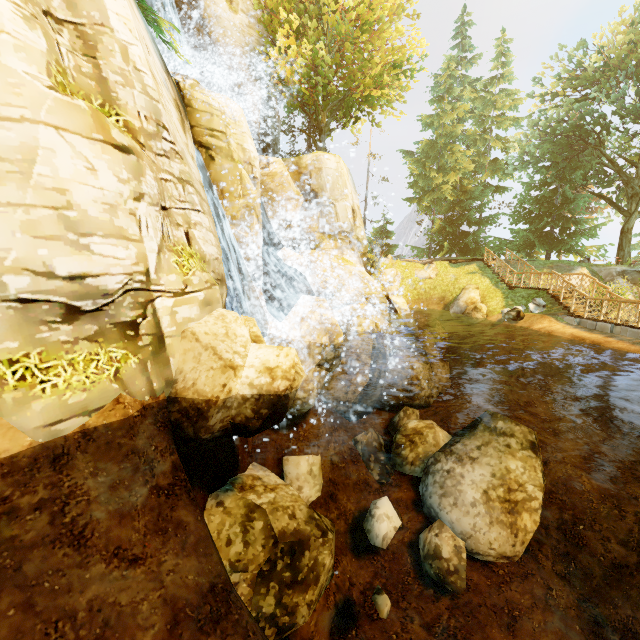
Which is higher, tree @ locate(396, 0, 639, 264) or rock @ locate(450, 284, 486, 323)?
tree @ locate(396, 0, 639, 264)

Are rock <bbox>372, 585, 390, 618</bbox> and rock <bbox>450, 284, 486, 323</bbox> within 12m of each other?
no

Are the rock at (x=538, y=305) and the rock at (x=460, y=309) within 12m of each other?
yes

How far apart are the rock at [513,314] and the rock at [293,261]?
10.6 meters

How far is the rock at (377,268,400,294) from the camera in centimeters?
2414cm

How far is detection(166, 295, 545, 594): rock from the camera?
5.68m

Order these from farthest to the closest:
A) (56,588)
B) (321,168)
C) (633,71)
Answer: (633,71)
(321,168)
(56,588)

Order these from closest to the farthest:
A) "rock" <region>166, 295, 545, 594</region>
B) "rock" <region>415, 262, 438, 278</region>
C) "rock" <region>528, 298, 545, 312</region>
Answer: "rock" <region>166, 295, 545, 594</region>
"rock" <region>528, 298, 545, 312</region>
"rock" <region>415, 262, 438, 278</region>
